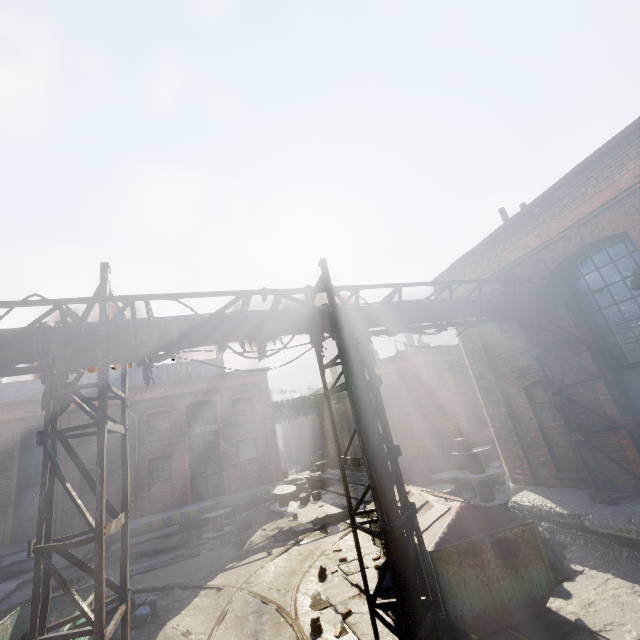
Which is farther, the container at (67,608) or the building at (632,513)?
the container at (67,608)

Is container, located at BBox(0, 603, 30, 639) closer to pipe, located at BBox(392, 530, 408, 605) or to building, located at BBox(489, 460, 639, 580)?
pipe, located at BBox(392, 530, 408, 605)

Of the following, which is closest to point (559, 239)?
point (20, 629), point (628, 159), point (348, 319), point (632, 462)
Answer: point (628, 159)

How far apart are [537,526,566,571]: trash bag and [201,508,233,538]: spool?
12.82m

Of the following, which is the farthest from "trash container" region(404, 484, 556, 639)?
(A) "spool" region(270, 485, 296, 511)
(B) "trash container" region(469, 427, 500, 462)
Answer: (B) "trash container" region(469, 427, 500, 462)

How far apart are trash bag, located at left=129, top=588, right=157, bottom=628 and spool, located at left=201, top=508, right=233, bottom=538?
6.97m

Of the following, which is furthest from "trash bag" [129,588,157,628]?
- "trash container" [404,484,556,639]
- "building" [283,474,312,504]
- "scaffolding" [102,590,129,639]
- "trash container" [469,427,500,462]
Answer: Result: "trash container" [469,427,500,462]

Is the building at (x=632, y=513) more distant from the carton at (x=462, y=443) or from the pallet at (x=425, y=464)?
the pallet at (x=425, y=464)
